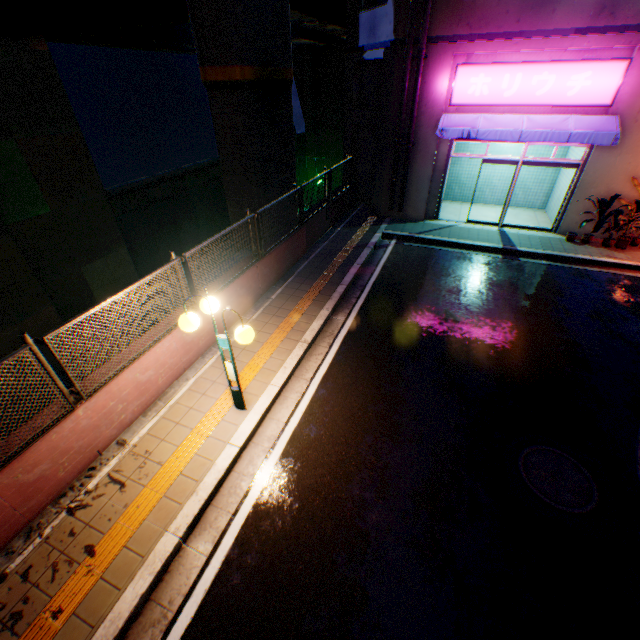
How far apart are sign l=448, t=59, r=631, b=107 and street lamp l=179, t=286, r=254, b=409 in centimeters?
1097cm

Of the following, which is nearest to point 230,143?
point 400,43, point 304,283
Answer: point 304,283

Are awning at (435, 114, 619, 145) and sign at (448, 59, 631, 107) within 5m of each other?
yes

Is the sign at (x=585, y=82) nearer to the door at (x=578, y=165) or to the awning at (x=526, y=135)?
the awning at (x=526, y=135)

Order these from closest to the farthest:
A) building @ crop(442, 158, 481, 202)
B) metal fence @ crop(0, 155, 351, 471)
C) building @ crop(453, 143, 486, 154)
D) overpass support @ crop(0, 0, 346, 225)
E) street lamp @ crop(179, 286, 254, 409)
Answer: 1. metal fence @ crop(0, 155, 351, 471)
2. street lamp @ crop(179, 286, 254, 409)
3. overpass support @ crop(0, 0, 346, 225)
4. building @ crop(453, 143, 486, 154)
5. building @ crop(442, 158, 481, 202)

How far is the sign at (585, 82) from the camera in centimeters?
926cm

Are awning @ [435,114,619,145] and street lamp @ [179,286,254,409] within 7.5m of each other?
no

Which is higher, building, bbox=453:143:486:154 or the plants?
building, bbox=453:143:486:154
